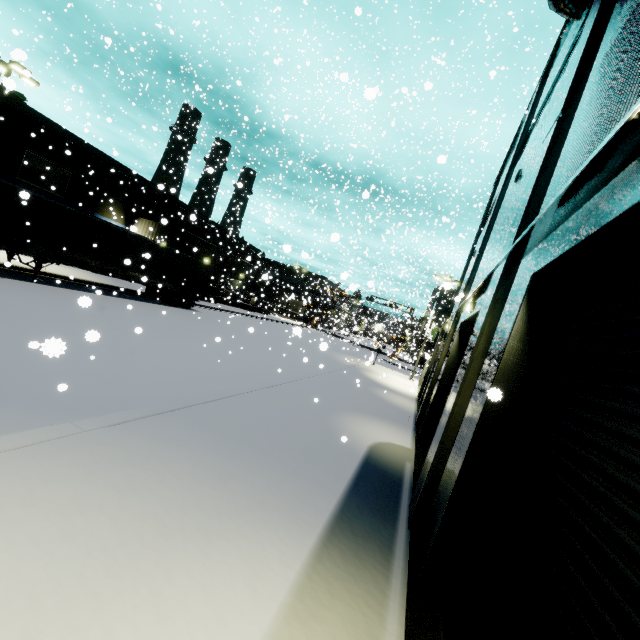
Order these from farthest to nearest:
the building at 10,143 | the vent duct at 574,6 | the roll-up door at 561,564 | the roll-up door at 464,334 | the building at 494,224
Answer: the building at 10,143 → the roll-up door at 464,334 → the vent duct at 574,6 → the building at 494,224 → the roll-up door at 561,564

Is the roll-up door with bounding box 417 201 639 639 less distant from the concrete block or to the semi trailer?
the semi trailer

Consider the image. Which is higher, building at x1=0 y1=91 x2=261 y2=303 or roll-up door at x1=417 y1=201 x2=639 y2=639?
building at x1=0 y1=91 x2=261 y2=303

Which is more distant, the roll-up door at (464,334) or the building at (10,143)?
the building at (10,143)

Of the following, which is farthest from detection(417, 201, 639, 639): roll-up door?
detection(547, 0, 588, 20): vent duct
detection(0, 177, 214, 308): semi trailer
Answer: detection(547, 0, 588, 20): vent duct

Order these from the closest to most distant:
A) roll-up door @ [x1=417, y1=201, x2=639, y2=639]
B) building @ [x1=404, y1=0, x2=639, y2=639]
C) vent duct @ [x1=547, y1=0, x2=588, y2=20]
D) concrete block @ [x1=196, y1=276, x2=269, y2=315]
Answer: roll-up door @ [x1=417, y1=201, x2=639, y2=639] → building @ [x1=404, y1=0, x2=639, y2=639] → vent duct @ [x1=547, y1=0, x2=588, y2=20] → concrete block @ [x1=196, y1=276, x2=269, y2=315]

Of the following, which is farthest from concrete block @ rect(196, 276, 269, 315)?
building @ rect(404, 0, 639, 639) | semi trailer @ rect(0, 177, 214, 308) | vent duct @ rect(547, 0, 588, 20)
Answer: vent duct @ rect(547, 0, 588, 20)

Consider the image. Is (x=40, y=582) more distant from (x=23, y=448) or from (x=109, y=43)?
(x=109, y=43)
